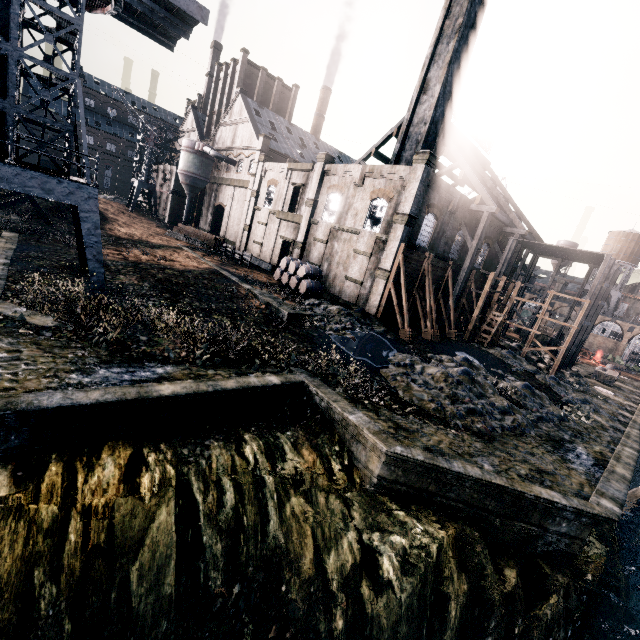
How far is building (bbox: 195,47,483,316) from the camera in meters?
26.3

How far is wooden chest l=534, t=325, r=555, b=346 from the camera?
44.19m

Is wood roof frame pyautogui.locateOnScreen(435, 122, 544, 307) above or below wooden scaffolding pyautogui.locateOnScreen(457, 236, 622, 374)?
above

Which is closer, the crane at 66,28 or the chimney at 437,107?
the crane at 66,28

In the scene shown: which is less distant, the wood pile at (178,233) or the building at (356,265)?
the building at (356,265)

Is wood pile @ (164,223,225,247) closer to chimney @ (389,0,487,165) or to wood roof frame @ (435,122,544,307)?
wood roof frame @ (435,122,544,307)

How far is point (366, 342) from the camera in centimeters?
2158cm

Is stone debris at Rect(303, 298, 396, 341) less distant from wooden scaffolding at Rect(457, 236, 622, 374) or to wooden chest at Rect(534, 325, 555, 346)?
wooden scaffolding at Rect(457, 236, 622, 374)
